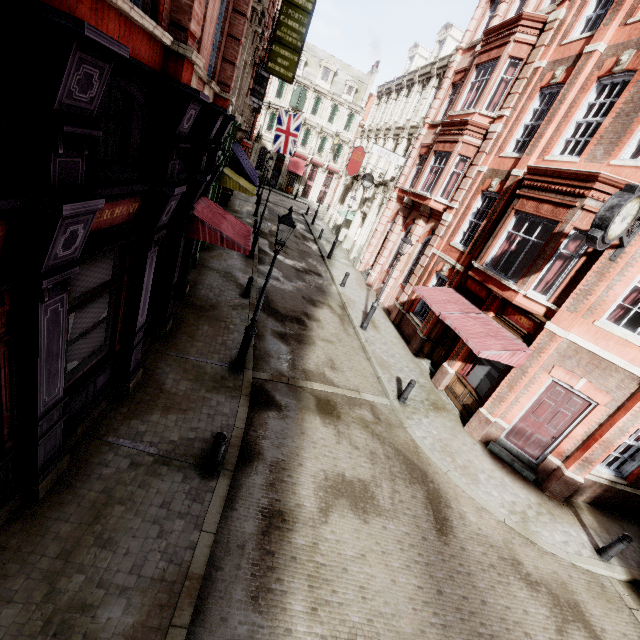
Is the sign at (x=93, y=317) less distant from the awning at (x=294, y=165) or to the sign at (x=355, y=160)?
the sign at (x=355, y=160)

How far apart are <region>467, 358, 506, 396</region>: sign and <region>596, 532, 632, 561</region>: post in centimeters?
473cm

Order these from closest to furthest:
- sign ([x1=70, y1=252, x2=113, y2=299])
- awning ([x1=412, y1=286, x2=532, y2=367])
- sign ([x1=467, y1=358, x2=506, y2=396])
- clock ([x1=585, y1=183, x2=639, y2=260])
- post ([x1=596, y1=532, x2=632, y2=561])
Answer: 1. sign ([x1=70, y1=252, x2=113, y2=299])
2. clock ([x1=585, y1=183, x2=639, y2=260])
3. post ([x1=596, y1=532, x2=632, y2=561])
4. awning ([x1=412, y1=286, x2=532, y2=367])
5. sign ([x1=467, y1=358, x2=506, y2=396])

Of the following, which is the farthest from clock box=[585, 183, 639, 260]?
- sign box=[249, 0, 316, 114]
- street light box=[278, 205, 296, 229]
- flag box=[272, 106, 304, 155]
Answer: flag box=[272, 106, 304, 155]

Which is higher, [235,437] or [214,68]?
[214,68]

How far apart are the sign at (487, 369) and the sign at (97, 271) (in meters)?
11.58

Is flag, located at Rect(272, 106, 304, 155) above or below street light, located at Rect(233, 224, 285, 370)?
above

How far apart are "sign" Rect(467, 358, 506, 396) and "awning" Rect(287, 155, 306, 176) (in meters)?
40.49
